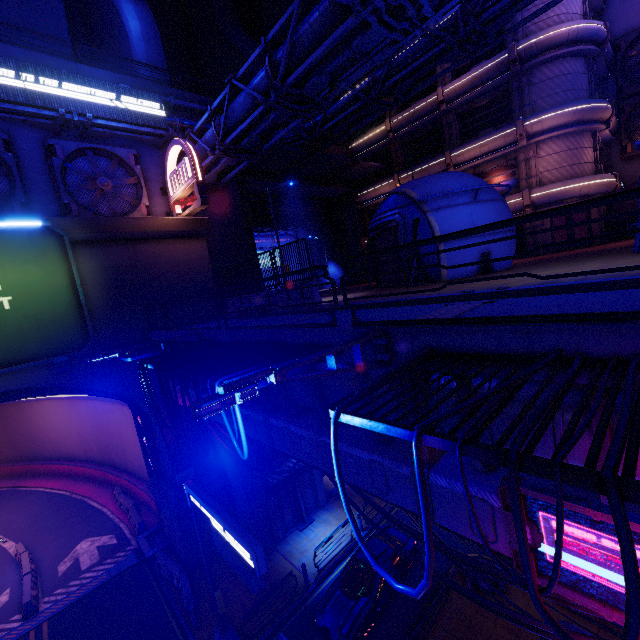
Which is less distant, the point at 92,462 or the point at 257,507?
the point at 257,507

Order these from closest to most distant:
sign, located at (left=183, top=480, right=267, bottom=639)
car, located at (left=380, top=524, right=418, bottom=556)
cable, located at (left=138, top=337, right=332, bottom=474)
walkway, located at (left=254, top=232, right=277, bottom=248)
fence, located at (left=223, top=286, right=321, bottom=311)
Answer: cable, located at (left=138, top=337, right=332, bottom=474) → sign, located at (left=183, top=480, right=267, bottom=639) → fence, located at (left=223, top=286, right=321, bottom=311) → car, located at (left=380, top=524, right=418, bottom=556) → walkway, located at (left=254, top=232, right=277, bottom=248)

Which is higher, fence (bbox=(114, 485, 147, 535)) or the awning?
the awning

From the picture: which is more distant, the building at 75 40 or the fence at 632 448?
the building at 75 40

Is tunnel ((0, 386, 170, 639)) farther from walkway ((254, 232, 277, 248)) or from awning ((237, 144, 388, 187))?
awning ((237, 144, 388, 187))

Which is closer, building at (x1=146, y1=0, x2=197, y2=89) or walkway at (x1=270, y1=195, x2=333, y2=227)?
walkway at (x1=270, y1=195, x2=333, y2=227)

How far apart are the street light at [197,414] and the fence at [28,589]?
22.95m

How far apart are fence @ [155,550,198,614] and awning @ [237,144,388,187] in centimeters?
2645cm
